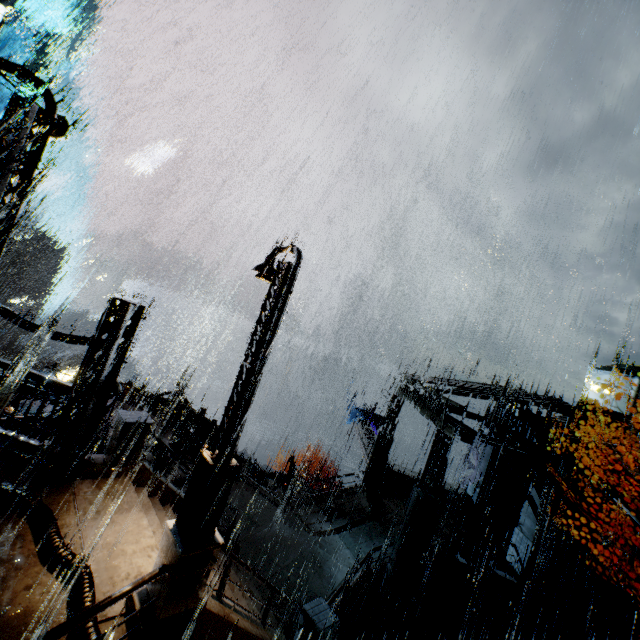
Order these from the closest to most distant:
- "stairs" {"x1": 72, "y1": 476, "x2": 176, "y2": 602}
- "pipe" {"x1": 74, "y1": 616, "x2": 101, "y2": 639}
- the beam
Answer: "pipe" {"x1": 74, "y1": 616, "x2": 101, "y2": 639}, "stairs" {"x1": 72, "y1": 476, "x2": 176, "y2": 602}, the beam

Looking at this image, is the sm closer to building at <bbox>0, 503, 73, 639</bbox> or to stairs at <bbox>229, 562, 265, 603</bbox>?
building at <bbox>0, 503, 73, 639</bbox>

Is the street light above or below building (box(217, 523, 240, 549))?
above

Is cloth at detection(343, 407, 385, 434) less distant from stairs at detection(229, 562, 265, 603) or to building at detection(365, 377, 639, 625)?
building at detection(365, 377, 639, 625)

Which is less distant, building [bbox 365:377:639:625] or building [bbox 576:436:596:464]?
building [bbox 365:377:639:625]

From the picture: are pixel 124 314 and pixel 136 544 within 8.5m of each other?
yes

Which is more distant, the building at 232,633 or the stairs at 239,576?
the stairs at 239,576

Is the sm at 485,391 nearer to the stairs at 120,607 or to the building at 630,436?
the building at 630,436
